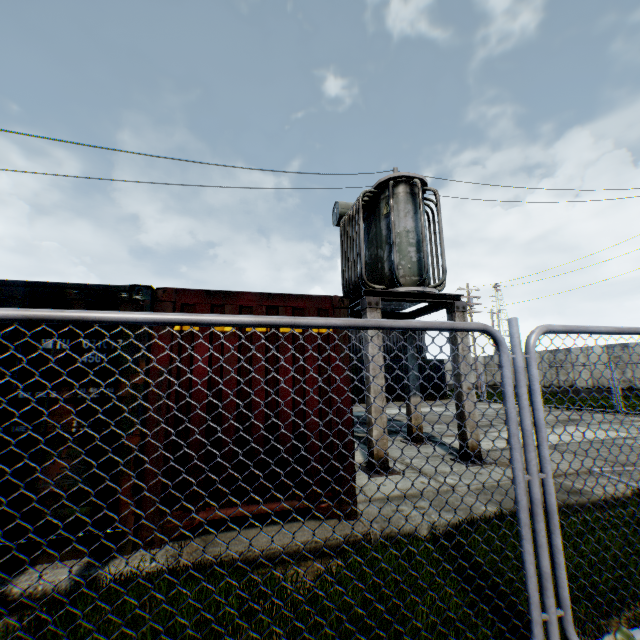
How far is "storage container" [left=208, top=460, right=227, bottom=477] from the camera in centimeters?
389cm

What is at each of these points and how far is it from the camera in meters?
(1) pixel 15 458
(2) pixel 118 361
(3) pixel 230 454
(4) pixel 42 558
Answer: (1) storage container, 3.4
(2) storage container, 3.8
(3) storage container, 4.0
(4) storage container, 3.3

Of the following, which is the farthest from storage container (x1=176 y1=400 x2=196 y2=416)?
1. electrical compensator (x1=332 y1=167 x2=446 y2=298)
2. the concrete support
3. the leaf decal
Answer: the leaf decal

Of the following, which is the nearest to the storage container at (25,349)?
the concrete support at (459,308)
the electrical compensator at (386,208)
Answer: the concrete support at (459,308)

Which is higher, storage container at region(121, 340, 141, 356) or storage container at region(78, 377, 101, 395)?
storage container at region(121, 340, 141, 356)

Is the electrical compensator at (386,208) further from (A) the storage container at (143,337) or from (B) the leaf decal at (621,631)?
(B) the leaf decal at (621,631)

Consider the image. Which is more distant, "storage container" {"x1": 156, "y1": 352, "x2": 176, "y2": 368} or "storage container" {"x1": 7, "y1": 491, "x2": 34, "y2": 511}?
"storage container" {"x1": 156, "y1": 352, "x2": 176, "y2": 368}
